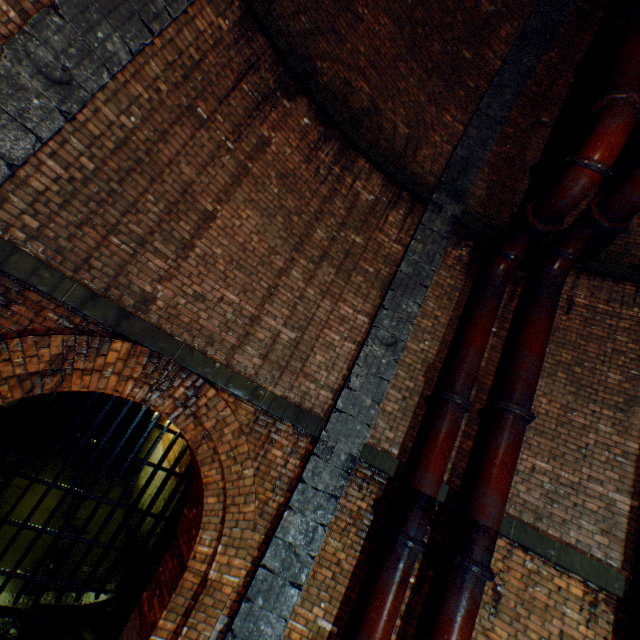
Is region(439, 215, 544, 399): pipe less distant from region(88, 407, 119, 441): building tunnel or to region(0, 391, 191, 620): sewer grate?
region(0, 391, 191, 620): sewer grate

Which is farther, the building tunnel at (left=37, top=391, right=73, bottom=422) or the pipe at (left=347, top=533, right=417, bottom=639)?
the building tunnel at (left=37, top=391, right=73, bottom=422)

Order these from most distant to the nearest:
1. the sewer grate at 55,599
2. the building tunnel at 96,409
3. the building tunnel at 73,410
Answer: the building tunnel at 96,409
the building tunnel at 73,410
the sewer grate at 55,599

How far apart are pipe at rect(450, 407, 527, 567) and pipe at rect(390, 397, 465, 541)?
0.3 meters

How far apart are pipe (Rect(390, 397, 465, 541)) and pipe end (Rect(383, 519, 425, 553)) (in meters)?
0.02

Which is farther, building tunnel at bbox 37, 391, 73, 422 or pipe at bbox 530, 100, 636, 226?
building tunnel at bbox 37, 391, 73, 422

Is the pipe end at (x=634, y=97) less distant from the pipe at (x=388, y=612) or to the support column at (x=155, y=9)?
the support column at (x=155, y=9)

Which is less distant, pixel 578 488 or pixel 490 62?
pixel 578 488
